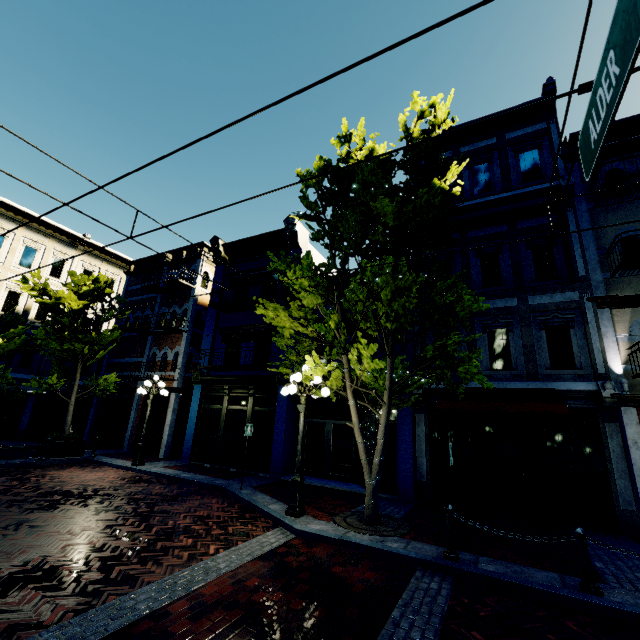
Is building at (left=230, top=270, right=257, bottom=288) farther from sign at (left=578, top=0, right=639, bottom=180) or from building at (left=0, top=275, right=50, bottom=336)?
sign at (left=578, top=0, right=639, bottom=180)

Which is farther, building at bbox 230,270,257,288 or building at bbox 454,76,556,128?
building at bbox 230,270,257,288

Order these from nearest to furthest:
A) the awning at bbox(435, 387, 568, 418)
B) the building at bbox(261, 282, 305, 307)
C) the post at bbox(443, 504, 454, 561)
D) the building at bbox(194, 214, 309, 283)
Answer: the post at bbox(443, 504, 454, 561), the awning at bbox(435, 387, 568, 418), the building at bbox(261, 282, 305, 307), the building at bbox(194, 214, 309, 283)

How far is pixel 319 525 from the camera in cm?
718

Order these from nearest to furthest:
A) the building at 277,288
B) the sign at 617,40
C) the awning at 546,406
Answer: the sign at 617,40, the awning at 546,406, the building at 277,288

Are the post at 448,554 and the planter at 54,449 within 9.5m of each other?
no

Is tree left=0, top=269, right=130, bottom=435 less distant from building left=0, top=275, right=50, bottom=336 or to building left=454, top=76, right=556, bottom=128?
building left=454, top=76, right=556, bottom=128

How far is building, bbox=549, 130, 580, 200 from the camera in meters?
10.7 m
